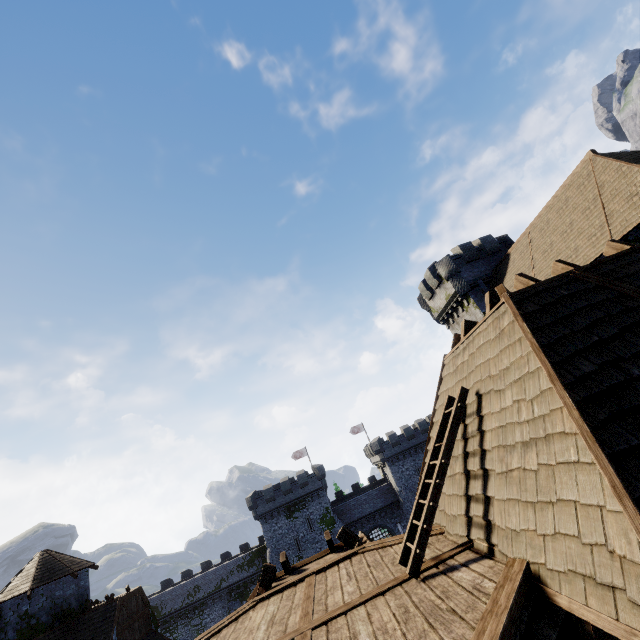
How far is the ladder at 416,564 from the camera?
4.75m

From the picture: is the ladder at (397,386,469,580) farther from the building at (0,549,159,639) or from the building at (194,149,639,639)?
the building at (0,549,159,639)

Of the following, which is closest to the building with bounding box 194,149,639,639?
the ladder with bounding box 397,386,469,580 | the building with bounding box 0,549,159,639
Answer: the ladder with bounding box 397,386,469,580

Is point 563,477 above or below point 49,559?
below

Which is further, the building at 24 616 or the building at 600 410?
the building at 24 616

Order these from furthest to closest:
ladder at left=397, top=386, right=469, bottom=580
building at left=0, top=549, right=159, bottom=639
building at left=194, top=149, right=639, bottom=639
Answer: building at left=0, top=549, right=159, bottom=639, ladder at left=397, top=386, right=469, bottom=580, building at left=194, top=149, right=639, bottom=639
